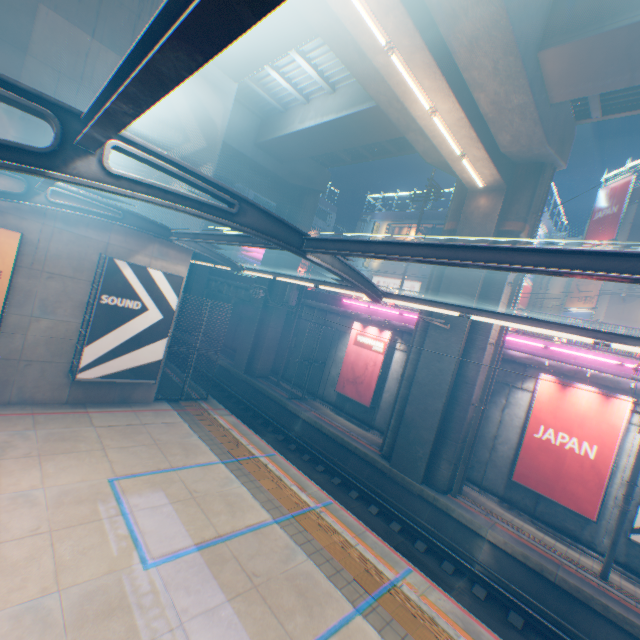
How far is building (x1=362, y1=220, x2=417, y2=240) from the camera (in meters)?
34.69

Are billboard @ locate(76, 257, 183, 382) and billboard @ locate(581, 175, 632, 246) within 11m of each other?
no

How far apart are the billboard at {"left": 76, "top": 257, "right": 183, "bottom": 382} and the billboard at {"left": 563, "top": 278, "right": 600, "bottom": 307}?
24.8 meters

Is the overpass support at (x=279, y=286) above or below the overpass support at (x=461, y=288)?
below

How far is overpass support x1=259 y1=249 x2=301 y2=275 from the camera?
22.45m

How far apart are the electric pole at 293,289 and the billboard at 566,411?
13.54m

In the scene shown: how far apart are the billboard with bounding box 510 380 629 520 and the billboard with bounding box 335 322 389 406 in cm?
706

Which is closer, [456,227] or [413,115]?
[413,115]
